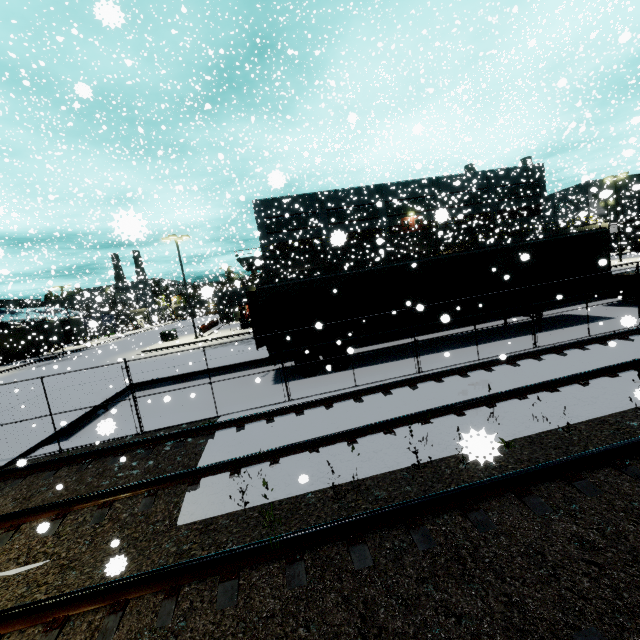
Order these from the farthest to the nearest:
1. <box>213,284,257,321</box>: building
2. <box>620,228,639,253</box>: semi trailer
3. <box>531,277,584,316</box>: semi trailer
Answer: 1. <box>213,284,257,321</box>: building
2. <box>620,228,639,253</box>: semi trailer
3. <box>531,277,584,316</box>: semi trailer

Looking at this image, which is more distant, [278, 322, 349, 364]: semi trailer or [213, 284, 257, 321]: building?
[213, 284, 257, 321]: building

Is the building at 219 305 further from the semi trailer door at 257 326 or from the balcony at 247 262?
the semi trailer door at 257 326

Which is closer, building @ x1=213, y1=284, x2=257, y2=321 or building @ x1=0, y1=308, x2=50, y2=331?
building @ x1=0, y1=308, x2=50, y2=331

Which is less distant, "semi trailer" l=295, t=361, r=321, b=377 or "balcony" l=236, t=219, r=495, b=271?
"semi trailer" l=295, t=361, r=321, b=377

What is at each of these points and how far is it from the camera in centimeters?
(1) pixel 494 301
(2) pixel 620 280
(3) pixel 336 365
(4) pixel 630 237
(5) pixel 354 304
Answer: (1) semi trailer, 1358cm
(2) semi trailer, 1616cm
(3) semi trailer, 1310cm
(4) semi trailer, 5253cm
(5) semi trailer, 1292cm

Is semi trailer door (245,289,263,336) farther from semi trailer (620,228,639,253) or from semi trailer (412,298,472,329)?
semi trailer (620,228,639,253)

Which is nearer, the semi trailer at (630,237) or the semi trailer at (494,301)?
the semi trailer at (494,301)
